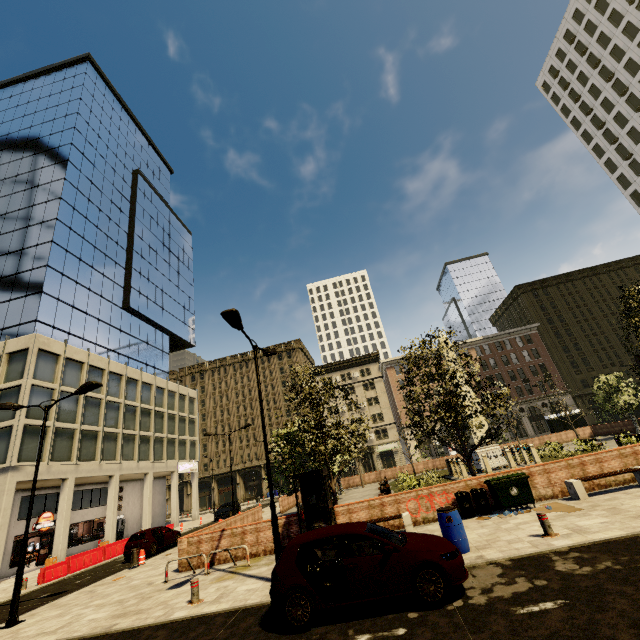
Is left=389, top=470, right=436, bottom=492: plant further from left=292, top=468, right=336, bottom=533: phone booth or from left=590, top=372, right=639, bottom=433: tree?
left=292, top=468, right=336, bottom=533: phone booth

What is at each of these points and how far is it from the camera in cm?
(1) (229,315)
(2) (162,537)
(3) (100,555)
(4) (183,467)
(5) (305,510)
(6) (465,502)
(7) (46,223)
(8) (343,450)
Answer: (1) street light, 1061
(2) car, 2078
(3) cement barricade, 2162
(4) sign, 4081
(5) phone booth, 1336
(6) trash bin, 1217
(7) building, 3350
(8) tree, 1491

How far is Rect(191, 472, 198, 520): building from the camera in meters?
41.5 m

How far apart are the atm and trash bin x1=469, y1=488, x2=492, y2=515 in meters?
34.8

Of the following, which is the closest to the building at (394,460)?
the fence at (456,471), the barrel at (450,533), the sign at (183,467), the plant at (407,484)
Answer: the sign at (183,467)

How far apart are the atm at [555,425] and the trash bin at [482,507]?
34.80m

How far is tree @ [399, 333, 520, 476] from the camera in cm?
1418

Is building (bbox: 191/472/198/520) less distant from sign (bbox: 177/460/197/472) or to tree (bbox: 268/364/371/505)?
sign (bbox: 177/460/197/472)
